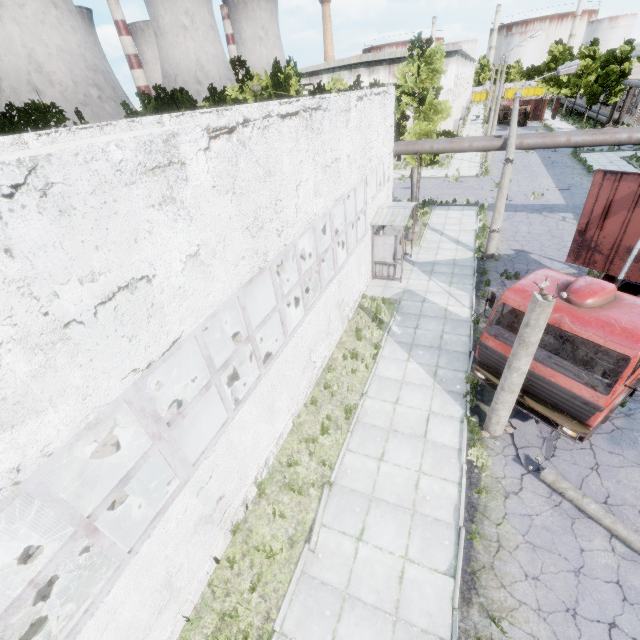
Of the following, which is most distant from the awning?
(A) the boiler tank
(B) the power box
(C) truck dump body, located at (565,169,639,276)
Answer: (A) the boiler tank

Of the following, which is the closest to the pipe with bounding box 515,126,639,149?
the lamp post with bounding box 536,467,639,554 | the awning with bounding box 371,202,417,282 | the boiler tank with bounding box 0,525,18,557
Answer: the awning with bounding box 371,202,417,282

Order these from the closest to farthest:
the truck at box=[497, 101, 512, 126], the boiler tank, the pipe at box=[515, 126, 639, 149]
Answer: the boiler tank
the pipe at box=[515, 126, 639, 149]
the truck at box=[497, 101, 512, 126]

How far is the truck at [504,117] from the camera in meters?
52.6 m

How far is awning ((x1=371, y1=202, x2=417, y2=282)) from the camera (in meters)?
14.52

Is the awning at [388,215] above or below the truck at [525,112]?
above

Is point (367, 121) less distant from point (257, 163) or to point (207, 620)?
point (257, 163)

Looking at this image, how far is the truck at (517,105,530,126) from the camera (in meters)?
49.88
